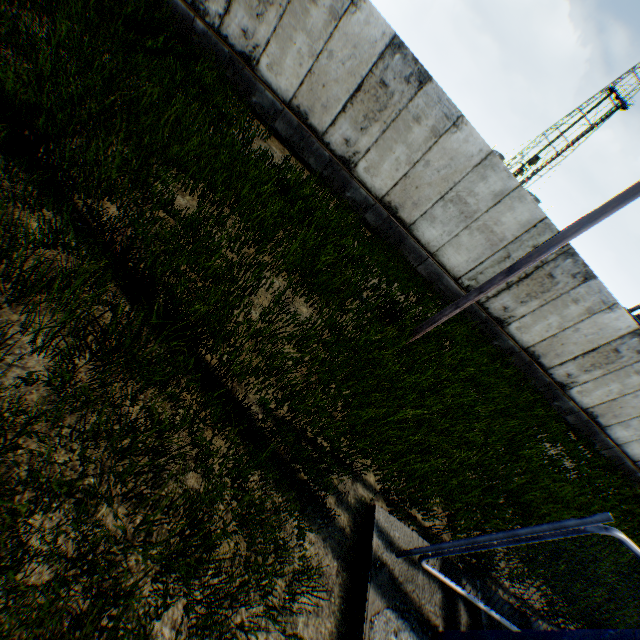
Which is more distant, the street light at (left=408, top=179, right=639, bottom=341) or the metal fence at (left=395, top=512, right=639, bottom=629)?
the street light at (left=408, top=179, right=639, bottom=341)

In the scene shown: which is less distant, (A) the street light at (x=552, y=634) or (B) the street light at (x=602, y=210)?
(A) the street light at (x=552, y=634)

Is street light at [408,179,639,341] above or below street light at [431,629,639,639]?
above

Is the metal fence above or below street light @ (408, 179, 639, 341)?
below

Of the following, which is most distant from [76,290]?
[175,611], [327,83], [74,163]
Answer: [327,83]

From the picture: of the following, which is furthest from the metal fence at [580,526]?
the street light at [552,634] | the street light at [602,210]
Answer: the street light at [602,210]

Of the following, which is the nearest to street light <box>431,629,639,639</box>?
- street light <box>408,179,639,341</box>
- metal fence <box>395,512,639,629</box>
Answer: metal fence <box>395,512,639,629</box>
